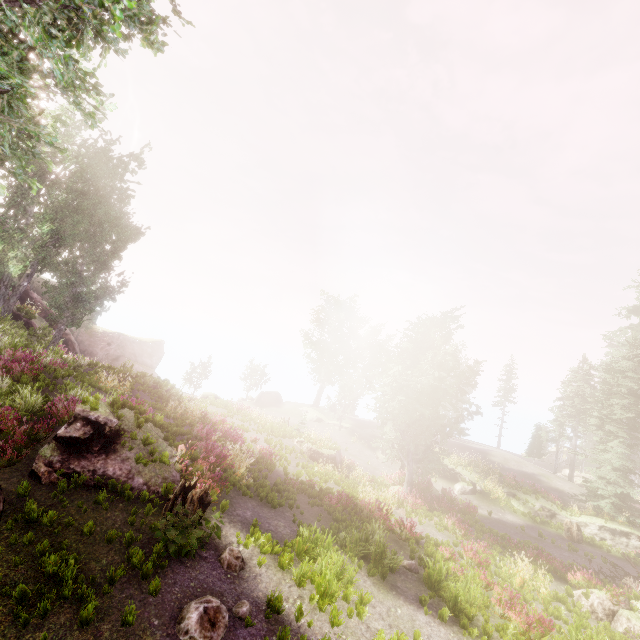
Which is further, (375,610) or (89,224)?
(89,224)

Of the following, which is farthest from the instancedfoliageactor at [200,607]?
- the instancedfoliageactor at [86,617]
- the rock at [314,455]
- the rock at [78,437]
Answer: the instancedfoliageactor at [86,617]

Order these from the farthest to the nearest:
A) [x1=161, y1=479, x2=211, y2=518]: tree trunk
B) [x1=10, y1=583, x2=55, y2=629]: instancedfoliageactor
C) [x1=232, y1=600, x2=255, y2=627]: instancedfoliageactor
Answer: [x1=161, y1=479, x2=211, y2=518]: tree trunk, [x1=232, y1=600, x2=255, y2=627]: instancedfoliageactor, [x1=10, y1=583, x2=55, y2=629]: instancedfoliageactor

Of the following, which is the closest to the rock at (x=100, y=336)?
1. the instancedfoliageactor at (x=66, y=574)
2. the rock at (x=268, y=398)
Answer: the rock at (x=268, y=398)

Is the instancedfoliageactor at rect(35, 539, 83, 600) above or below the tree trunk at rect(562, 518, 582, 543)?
above

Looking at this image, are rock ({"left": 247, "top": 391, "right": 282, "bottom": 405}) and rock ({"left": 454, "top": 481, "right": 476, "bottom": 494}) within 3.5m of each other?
no

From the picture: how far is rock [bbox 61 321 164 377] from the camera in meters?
36.8

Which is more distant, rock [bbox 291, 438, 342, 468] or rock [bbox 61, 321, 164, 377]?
rock [bbox 61, 321, 164, 377]
